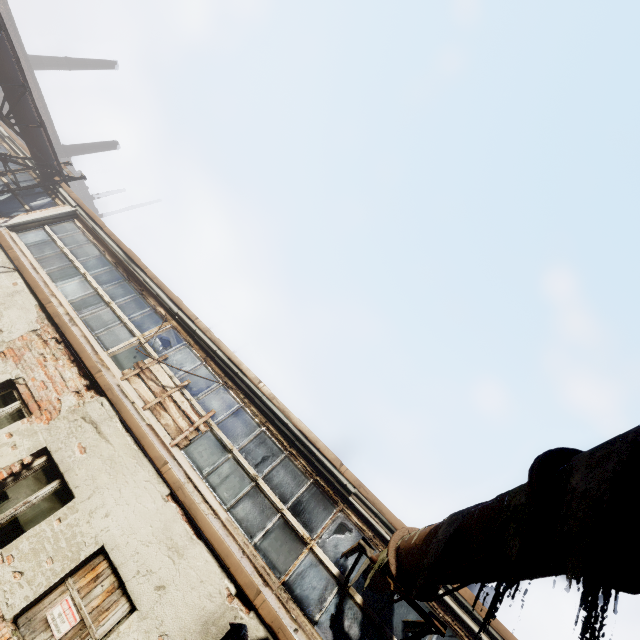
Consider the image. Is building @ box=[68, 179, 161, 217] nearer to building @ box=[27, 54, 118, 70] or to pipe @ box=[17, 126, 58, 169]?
building @ box=[27, 54, 118, 70]

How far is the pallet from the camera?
6.56m

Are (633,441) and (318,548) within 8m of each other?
yes

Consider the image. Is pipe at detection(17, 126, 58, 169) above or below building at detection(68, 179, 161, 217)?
below

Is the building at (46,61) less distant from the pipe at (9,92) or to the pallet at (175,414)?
the pipe at (9,92)

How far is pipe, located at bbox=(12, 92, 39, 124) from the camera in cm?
995

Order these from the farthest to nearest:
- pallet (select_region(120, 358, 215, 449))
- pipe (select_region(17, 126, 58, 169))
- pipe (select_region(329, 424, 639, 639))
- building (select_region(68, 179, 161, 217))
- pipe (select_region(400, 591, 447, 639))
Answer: building (select_region(68, 179, 161, 217)) < pipe (select_region(17, 126, 58, 169)) < pallet (select_region(120, 358, 215, 449)) < pipe (select_region(400, 591, 447, 639)) < pipe (select_region(329, 424, 639, 639))
